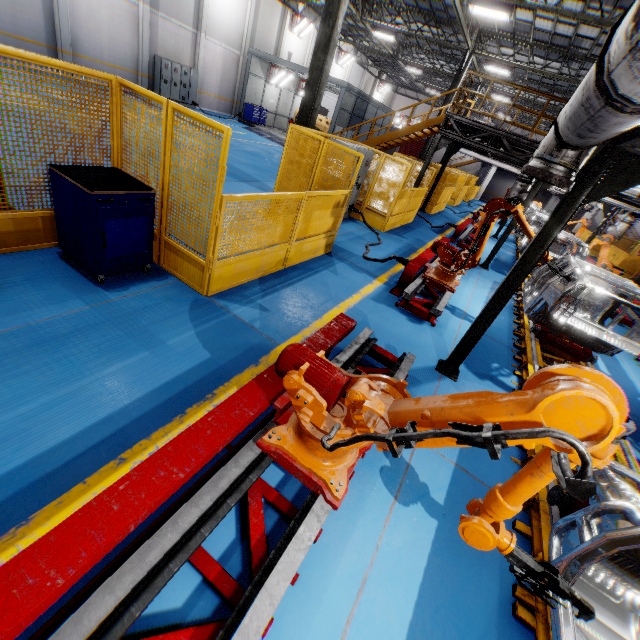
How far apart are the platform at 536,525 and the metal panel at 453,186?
4.56m

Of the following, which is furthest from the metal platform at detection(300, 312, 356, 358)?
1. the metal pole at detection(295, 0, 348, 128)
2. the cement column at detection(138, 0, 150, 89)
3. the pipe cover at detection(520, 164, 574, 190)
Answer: the cement column at detection(138, 0, 150, 89)

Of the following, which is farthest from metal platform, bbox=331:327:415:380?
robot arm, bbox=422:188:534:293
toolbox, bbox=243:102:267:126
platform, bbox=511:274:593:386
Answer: toolbox, bbox=243:102:267:126

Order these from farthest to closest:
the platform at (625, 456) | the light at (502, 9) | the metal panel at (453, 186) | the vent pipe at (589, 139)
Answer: the metal panel at (453, 186)
the light at (502, 9)
the platform at (625, 456)
the vent pipe at (589, 139)

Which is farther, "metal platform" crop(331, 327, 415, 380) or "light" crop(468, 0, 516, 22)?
"light" crop(468, 0, 516, 22)

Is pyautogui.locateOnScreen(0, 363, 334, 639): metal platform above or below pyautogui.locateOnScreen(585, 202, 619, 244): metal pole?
below

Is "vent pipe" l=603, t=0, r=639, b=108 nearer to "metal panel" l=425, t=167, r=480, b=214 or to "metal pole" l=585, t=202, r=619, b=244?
"metal panel" l=425, t=167, r=480, b=214

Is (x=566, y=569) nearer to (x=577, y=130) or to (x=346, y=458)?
(x=346, y=458)
